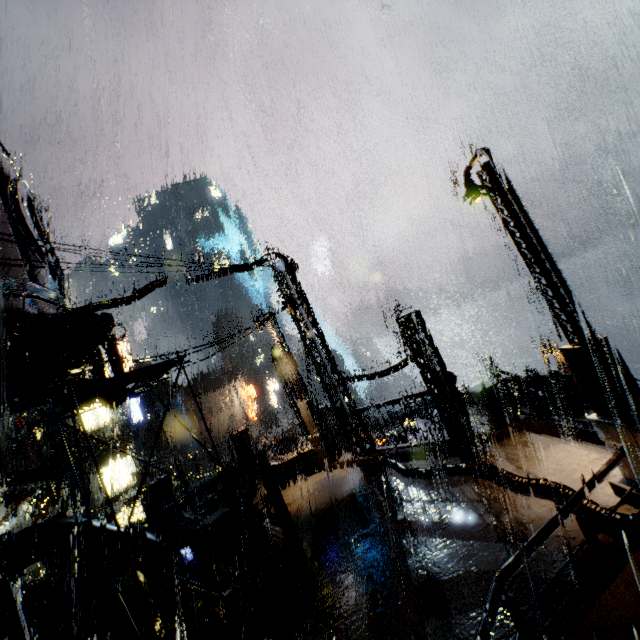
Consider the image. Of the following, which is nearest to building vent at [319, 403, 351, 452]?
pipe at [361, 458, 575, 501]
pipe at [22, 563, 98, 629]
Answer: pipe at [361, 458, 575, 501]

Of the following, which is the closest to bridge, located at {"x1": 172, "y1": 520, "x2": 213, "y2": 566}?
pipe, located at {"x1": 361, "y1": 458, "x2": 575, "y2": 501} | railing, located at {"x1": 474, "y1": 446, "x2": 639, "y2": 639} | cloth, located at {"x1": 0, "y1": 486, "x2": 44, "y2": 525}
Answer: cloth, located at {"x1": 0, "y1": 486, "x2": 44, "y2": 525}

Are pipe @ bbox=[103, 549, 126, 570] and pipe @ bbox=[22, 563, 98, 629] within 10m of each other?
yes

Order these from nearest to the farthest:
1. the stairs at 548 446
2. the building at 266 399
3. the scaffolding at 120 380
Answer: the scaffolding at 120 380 → the stairs at 548 446 → the building at 266 399

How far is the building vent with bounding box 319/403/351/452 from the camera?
27.7m

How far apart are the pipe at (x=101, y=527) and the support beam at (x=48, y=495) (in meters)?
17.31

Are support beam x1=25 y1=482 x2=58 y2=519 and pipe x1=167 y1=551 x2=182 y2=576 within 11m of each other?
no

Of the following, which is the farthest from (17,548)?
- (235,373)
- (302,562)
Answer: (235,373)
